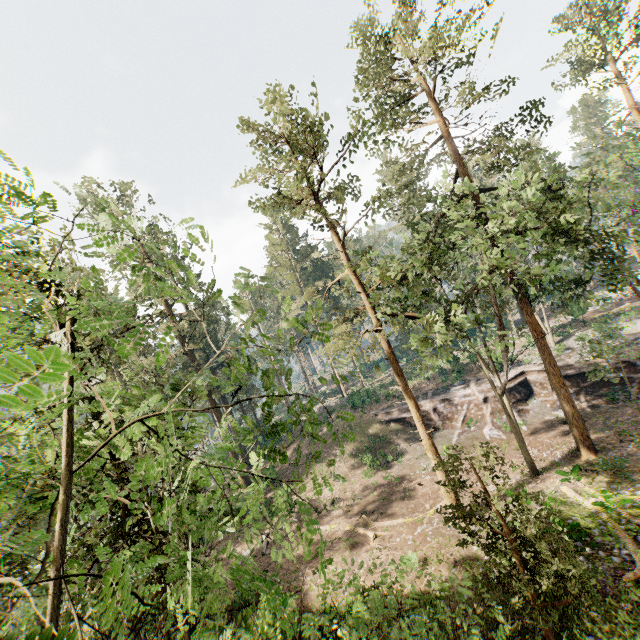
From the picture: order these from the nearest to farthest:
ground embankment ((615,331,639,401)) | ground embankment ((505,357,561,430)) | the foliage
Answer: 1. the foliage
2. ground embankment ((615,331,639,401))
3. ground embankment ((505,357,561,430))

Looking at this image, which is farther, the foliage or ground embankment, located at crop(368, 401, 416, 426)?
ground embankment, located at crop(368, 401, 416, 426)

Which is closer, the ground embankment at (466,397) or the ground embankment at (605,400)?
the ground embankment at (605,400)

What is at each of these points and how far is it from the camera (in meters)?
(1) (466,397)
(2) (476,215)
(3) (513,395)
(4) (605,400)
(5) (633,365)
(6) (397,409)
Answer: (1) ground embankment, 31.77
(2) foliage, 18.27
(3) ground embankment, 30.44
(4) ground embankment, 26.31
(5) ground embankment, 26.16
(6) ground embankment, 35.12

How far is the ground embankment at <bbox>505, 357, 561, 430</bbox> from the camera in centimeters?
2894cm
